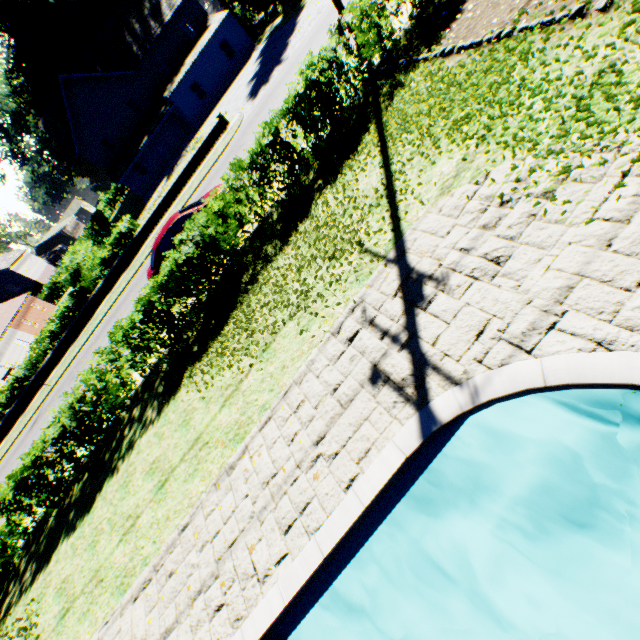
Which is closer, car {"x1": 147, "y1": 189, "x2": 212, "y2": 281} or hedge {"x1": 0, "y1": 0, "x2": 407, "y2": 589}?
hedge {"x1": 0, "y1": 0, "x2": 407, "y2": 589}

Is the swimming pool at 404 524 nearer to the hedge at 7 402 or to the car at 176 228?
the hedge at 7 402

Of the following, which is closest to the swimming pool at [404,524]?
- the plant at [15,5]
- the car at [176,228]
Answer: the plant at [15,5]

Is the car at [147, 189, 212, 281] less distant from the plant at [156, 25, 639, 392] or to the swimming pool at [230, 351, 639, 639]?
the swimming pool at [230, 351, 639, 639]

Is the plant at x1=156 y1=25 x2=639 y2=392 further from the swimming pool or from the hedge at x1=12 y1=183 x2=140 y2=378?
the swimming pool

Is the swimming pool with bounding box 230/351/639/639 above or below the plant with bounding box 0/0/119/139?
below

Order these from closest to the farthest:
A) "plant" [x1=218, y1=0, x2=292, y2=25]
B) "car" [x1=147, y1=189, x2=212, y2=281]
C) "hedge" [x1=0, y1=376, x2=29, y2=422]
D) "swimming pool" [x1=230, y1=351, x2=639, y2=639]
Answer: "swimming pool" [x1=230, y1=351, x2=639, y2=639], "car" [x1=147, y1=189, x2=212, y2=281], "hedge" [x1=0, y1=376, x2=29, y2=422], "plant" [x1=218, y1=0, x2=292, y2=25]

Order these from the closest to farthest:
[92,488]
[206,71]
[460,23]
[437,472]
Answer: [437,472]
[460,23]
[92,488]
[206,71]
